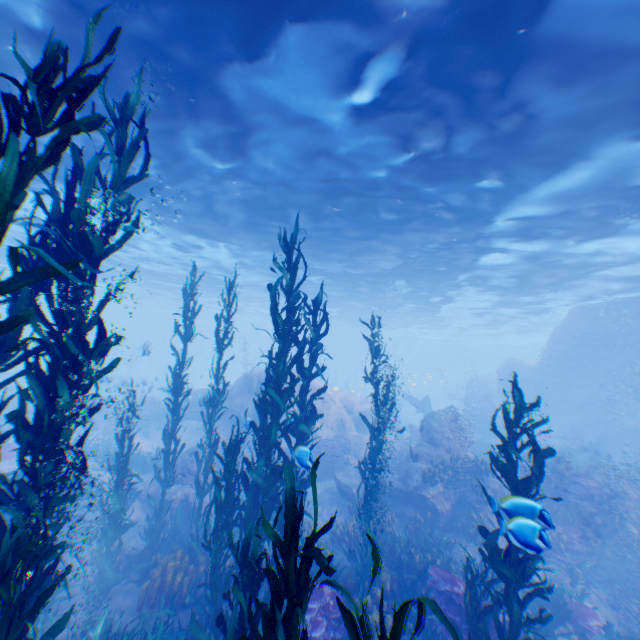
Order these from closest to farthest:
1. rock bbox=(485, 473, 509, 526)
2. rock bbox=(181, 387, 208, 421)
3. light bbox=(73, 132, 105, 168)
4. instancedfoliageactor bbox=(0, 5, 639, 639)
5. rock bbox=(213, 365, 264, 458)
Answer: instancedfoliageactor bbox=(0, 5, 639, 639) < rock bbox=(485, 473, 509, 526) < light bbox=(73, 132, 105, 168) < rock bbox=(181, 387, 208, 421) < rock bbox=(213, 365, 264, 458)

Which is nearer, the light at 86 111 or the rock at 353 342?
the light at 86 111

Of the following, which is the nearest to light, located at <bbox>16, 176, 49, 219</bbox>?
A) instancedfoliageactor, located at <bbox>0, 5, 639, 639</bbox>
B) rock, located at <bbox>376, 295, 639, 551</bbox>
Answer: rock, located at <bbox>376, 295, 639, 551</bbox>

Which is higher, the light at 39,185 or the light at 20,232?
the light at 20,232

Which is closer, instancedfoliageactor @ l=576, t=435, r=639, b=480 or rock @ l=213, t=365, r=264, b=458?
instancedfoliageactor @ l=576, t=435, r=639, b=480

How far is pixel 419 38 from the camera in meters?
6.4

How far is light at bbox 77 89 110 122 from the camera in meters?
9.0 m

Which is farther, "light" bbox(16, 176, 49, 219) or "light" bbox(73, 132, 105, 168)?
"light" bbox(16, 176, 49, 219)
